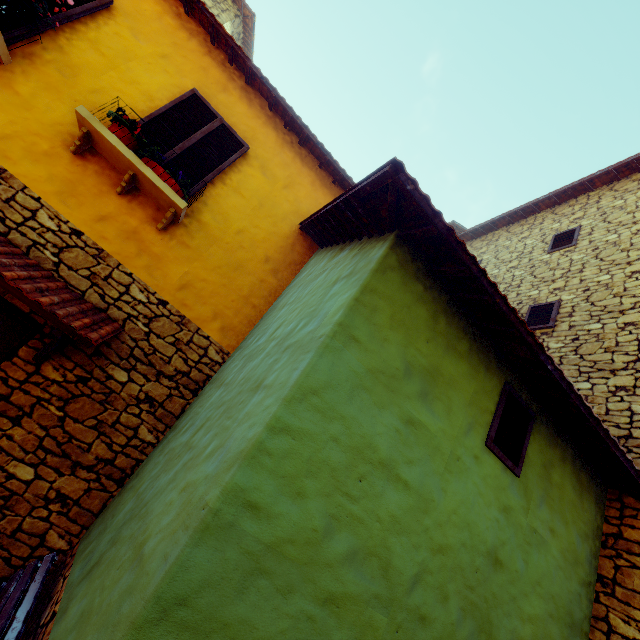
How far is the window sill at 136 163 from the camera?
3.8m

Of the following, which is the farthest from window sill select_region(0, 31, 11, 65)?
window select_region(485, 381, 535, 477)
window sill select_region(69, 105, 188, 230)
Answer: window select_region(485, 381, 535, 477)

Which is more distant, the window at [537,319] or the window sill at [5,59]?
the window at [537,319]

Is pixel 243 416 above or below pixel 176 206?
below

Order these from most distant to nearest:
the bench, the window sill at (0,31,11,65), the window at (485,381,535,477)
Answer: the window sill at (0,31,11,65) < the window at (485,381,535,477) < the bench

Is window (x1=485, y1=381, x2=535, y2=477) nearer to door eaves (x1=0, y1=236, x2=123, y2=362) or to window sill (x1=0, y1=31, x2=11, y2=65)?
door eaves (x1=0, y1=236, x2=123, y2=362)

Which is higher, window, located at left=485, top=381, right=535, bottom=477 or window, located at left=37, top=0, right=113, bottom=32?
window, located at left=37, top=0, right=113, bottom=32

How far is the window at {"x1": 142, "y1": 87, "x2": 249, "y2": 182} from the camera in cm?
454
